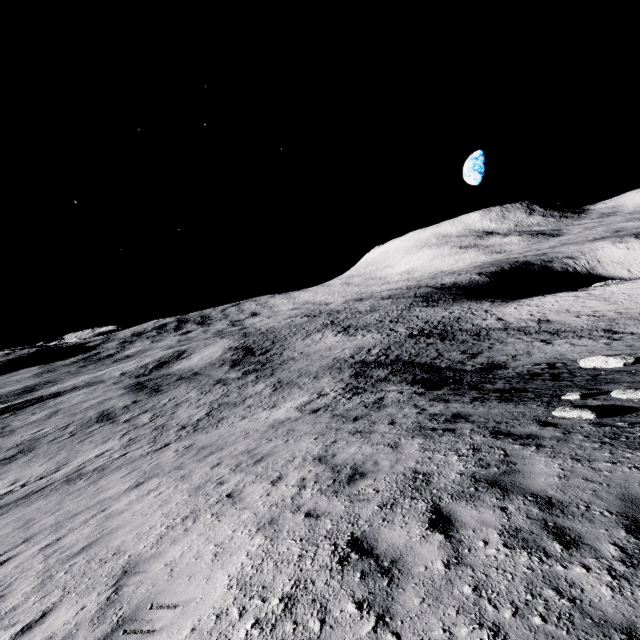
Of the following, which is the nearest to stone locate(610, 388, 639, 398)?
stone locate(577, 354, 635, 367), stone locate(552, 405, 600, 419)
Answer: stone locate(552, 405, 600, 419)

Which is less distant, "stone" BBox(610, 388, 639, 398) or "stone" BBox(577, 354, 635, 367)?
"stone" BBox(610, 388, 639, 398)

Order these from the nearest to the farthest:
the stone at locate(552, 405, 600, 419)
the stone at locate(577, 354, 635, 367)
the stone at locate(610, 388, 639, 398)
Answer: the stone at locate(552, 405, 600, 419) < the stone at locate(610, 388, 639, 398) < the stone at locate(577, 354, 635, 367)

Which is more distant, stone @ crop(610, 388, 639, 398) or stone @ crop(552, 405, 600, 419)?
stone @ crop(610, 388, 639, 398)

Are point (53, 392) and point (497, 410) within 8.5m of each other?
no

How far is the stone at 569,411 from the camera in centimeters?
642cm

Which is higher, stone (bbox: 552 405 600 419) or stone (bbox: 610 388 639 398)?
stone (bbox: 552 405 600 419)

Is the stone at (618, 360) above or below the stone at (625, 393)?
below
